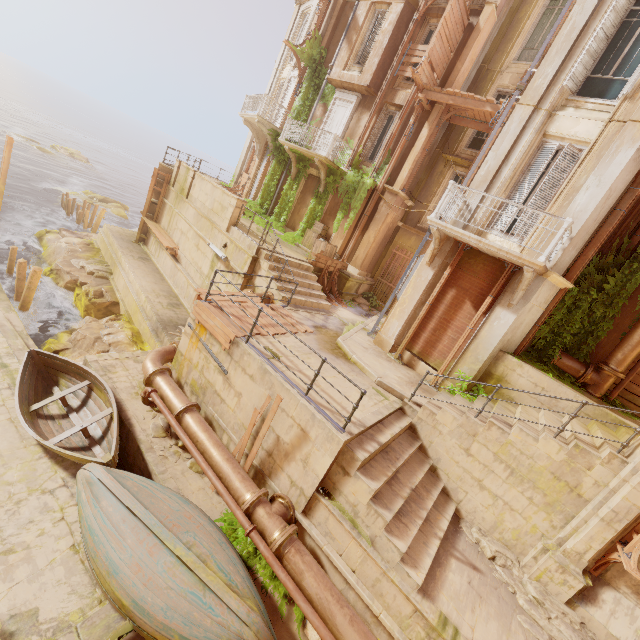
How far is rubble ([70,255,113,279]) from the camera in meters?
17.4 m

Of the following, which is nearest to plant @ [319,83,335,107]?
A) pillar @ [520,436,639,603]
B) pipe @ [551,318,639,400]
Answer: pipe @ [551,318,639,400]

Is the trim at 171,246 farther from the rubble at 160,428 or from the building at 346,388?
the building at 346,388

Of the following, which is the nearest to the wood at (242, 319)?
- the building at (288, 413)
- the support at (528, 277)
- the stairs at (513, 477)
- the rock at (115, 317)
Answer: the rock at (115, 317)

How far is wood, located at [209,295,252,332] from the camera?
8.4m

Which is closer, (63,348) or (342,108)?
(63,348)

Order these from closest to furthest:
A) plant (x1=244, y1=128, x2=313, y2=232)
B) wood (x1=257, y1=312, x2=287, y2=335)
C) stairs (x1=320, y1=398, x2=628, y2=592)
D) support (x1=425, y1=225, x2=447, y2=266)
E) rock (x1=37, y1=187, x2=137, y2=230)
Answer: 1. stairs (x1=320, y1=398, x2=628, y2=592)
2. wood (x1=257, y1=312, x2=287, y2=335)
3. support (x1=425, y1=225, x2=447, y2=266)
4. plant (x1=244, y1=128, x2=313, y2=232)
5. rock (x1=37, y1=187, x2=137, y2=230)

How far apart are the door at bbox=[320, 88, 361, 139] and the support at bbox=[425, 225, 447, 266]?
9.9m
